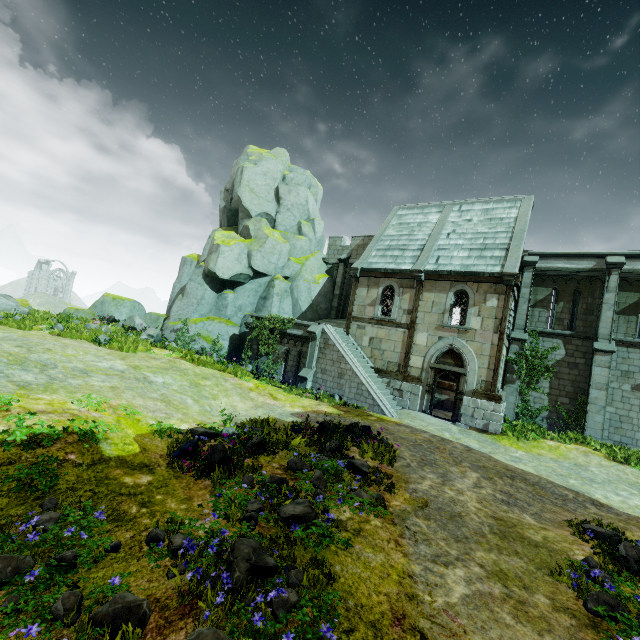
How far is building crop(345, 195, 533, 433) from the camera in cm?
1537

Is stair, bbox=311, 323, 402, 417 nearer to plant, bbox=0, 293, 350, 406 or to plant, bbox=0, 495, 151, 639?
plant, bbox=0, 293, 350, 406

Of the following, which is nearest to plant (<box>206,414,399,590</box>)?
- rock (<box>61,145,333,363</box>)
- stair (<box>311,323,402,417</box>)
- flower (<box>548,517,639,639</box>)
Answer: flower (<box>548,517,639,639</box>)

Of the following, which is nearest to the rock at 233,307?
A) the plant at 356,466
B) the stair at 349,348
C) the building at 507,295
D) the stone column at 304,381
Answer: the stair at 349,348

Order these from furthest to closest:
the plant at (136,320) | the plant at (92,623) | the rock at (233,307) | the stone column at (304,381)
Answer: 1. the rock at (233,307)
2. the stone column at (304,381)
3. the plant at (136,320)
4. the plant at (92,623)

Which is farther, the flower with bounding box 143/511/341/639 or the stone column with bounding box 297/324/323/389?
the stone column with bounding box 297/324/323/389

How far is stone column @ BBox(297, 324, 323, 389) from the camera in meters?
17.1 m

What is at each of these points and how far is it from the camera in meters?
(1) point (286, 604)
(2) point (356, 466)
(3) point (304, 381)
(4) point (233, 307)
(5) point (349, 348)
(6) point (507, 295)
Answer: (1) flower, 3.6 m
(2) plant, 7.6 m
(3) stone column, 17.1 m
(4) rock, 23.2 m
(5) stair, 17.8 m
(6) building, 15.2 m
